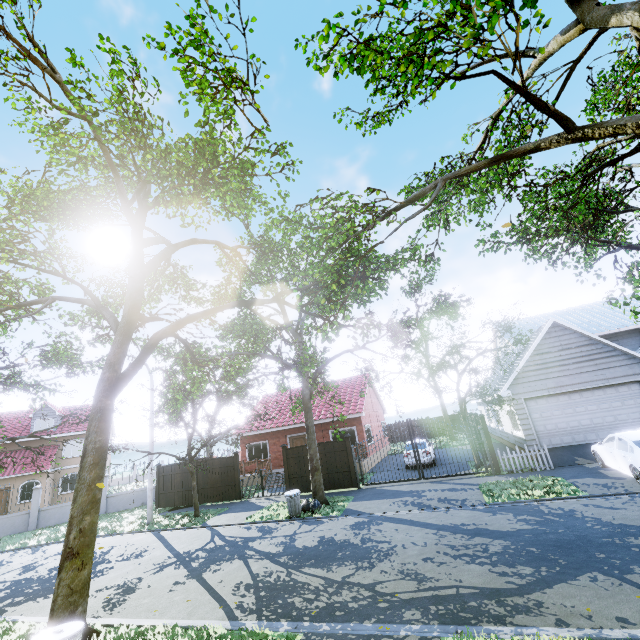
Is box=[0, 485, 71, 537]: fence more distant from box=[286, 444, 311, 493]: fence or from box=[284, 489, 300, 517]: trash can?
box=[284, 489, 300, 517]: trash can

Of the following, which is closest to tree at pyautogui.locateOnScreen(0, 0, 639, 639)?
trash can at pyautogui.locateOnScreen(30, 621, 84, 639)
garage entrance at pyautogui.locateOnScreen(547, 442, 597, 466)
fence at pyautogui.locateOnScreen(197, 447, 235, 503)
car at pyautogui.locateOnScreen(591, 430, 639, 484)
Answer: fence at pyautogui.locateOnScreen(197, 447, 235, 503)

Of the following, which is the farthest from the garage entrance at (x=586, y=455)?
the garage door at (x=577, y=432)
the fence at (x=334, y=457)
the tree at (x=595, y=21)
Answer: the fence at (x=334, y=457)

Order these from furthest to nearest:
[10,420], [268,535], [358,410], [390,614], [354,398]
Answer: [10,420], [354,398], [358,410], [268,535], [390,614]

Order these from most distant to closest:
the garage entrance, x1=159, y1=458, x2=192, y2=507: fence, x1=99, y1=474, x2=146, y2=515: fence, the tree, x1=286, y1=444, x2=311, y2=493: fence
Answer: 1. x1=99, y1=474, x2=146, y2=515: fence
2. x1=159, y1=458, x2=192, y2=507: fence
3. x1=286, y1=444, x2=311, y2=493: fence
4. the garage entrance
5. the tree

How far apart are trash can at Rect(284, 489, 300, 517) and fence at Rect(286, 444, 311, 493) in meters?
3.4

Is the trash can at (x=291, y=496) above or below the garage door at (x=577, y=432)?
below
